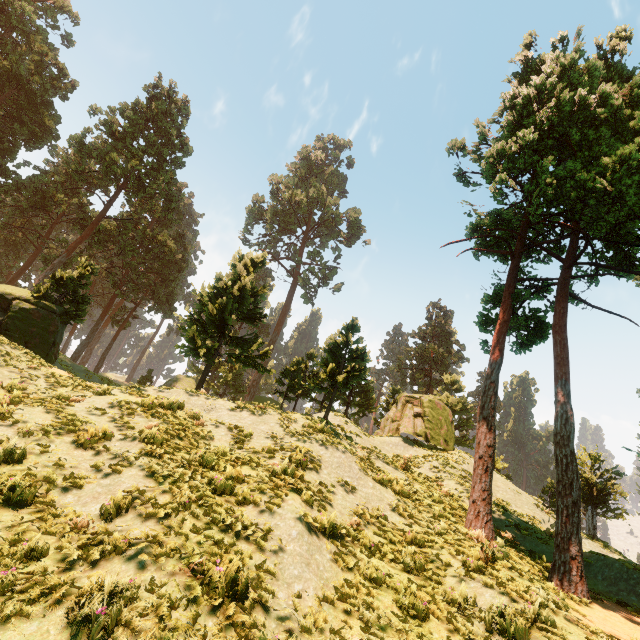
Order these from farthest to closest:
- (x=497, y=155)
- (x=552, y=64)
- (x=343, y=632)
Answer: (x=552, y=64)
(x=497, y=155)
(x=343, y=632)
